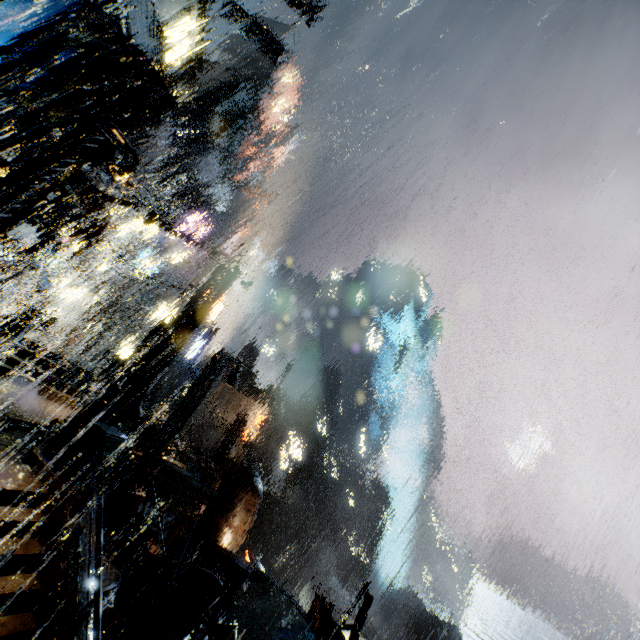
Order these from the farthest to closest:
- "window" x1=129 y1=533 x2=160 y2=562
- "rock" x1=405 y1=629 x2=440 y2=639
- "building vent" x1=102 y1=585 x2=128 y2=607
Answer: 1. "rock" x1=405 y1=629 x2=440 y2=639
2. "window" x1=129 y1=533 x2=160 y2=562
3. "building vent" x1=102 y1=585 x2=128 y2=607

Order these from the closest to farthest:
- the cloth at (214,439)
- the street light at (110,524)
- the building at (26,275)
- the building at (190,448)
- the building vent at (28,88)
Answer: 1. the building vent at (28,88)
2. the street light at (110,524)
3. the building at (26,275)
4. the building at (190,448)
5. the cloth at (214,439)

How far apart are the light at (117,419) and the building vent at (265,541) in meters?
45.0 m

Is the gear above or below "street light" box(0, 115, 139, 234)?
below

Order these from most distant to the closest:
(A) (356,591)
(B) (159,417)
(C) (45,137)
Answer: (A) (356,591) → (B) (159,417) → (C) (45,137)

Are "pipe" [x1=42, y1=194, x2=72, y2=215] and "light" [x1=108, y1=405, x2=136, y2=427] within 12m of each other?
yes

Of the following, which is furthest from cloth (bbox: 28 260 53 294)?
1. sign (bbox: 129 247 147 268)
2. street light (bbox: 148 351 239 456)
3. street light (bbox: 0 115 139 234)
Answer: street light (bbox: 0 115 139 234)

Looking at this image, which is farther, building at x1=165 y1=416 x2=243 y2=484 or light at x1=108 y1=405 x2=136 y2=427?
building at x1=165 y1=416 x2=243 y2=484
